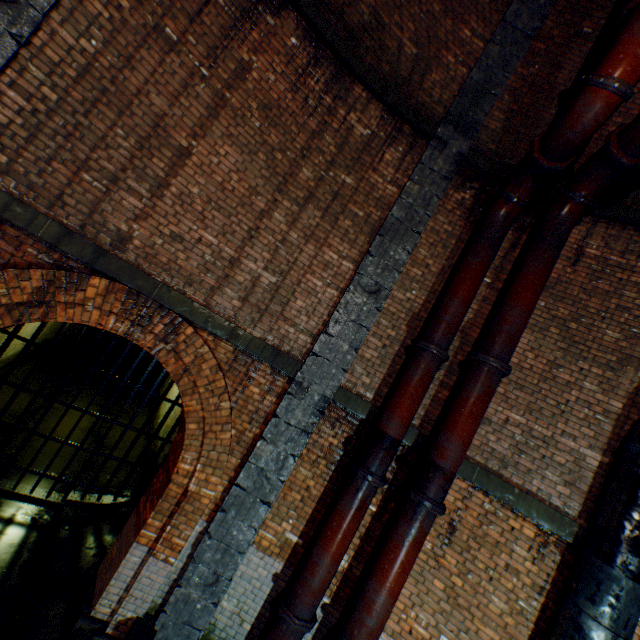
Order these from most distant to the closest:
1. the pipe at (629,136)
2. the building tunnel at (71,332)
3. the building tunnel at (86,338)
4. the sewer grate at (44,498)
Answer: the building tunnel at (86,338)
the building tunnel at (71,332)
the sewer grate at (44,498)
the pipe at (629,136)

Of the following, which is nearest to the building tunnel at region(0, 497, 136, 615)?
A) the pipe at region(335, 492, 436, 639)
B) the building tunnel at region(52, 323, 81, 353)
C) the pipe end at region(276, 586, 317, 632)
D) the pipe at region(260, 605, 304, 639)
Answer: the pipe at region(260, 605, 304, 639)

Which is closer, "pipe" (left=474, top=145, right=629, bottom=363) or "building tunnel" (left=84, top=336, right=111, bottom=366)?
"pipe" (left=474, top=145, right=629, bottom=363)

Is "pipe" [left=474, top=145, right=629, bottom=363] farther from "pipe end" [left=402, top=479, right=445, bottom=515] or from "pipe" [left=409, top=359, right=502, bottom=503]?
"pipe end" [left=402, top=479, right=445, bottom=515]

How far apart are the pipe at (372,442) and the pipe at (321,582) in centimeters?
11cm

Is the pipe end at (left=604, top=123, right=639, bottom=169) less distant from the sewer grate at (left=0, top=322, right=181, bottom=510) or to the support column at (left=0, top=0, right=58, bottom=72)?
the support column at (left=0, top=0, right=58, bottom=72)

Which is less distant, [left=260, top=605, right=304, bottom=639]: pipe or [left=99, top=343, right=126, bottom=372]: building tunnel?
[left=260, top=605, right=304, bottom=639]: pipe

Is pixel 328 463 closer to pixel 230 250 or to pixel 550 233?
pixel 230 250
